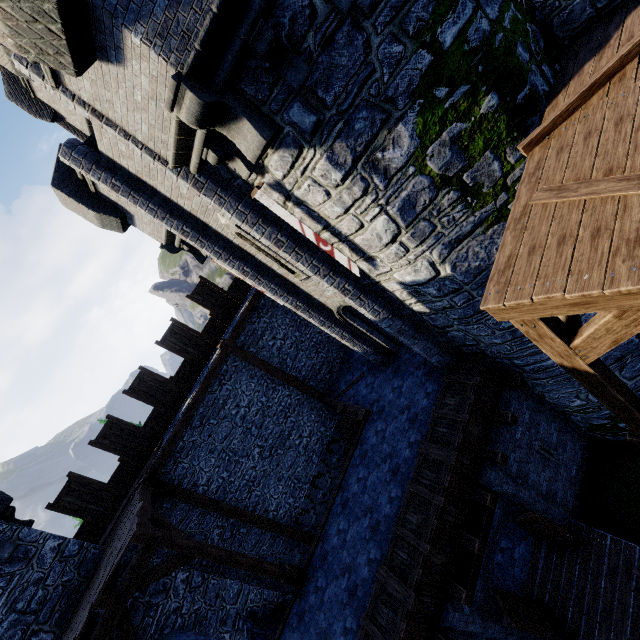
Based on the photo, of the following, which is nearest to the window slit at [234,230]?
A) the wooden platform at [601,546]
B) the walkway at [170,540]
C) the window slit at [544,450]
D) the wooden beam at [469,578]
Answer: the wooden beam at [469,578]

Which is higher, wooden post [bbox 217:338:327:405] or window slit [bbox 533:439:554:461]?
wooden post [bbox 217:338:327:405]

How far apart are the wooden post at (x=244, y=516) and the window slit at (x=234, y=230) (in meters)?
8.22

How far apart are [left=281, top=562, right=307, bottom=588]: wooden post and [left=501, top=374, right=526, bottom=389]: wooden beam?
7.5 meters

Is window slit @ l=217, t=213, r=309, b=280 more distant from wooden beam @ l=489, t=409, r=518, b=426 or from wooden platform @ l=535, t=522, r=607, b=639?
wooden platform @ l=535, t=522, r=607, b=639

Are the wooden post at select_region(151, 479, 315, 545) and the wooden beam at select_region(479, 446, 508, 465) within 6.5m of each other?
no

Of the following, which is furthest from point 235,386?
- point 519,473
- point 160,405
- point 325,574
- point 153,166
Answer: point 519,473

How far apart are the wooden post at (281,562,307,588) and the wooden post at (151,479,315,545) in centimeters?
308cm
